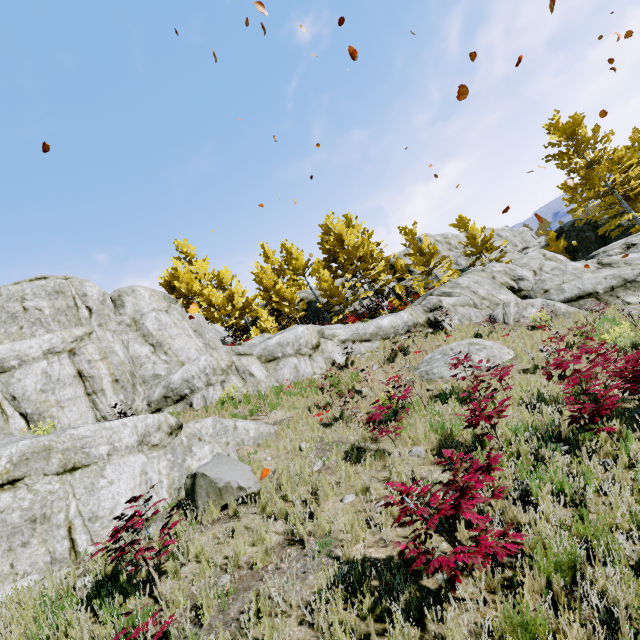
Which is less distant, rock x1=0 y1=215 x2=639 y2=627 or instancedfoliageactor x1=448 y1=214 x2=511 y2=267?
rock x1=0 y1=215 x2=639 y2=627

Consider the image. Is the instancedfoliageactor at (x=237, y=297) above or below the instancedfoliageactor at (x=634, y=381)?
above

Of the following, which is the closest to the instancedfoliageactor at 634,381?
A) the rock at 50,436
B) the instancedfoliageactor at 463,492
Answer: the rock at 50,436

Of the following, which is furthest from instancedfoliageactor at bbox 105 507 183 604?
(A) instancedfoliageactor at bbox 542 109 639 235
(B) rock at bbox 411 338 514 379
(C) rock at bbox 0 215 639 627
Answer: (B) rock at bbox 411 338 514 379

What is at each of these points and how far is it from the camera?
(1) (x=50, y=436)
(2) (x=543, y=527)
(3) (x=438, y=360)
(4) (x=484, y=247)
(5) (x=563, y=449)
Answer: (1) rock, 6.1 meters
(2) rock, 3.4 meters
(3) rock, 11.4 meters
(4) instancedfoliageactor, 29.0 meters
(5) rock, 5.4 meters

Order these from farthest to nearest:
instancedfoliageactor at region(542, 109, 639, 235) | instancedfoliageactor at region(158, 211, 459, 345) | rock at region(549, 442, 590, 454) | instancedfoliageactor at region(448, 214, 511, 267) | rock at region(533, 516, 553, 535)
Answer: instancedfoliageactor at region(448, 214, 511, 267)
instancedfoliageactor at region(158, 211, 459, 345)
instancedfoliageactor at region(542, 109, 639, 235)
rock at region(549, 442, 590, 454)
rock at region(533, 516, 553, 535)

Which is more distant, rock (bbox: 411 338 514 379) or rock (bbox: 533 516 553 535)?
rock (bbox: 411 338 514 379)
